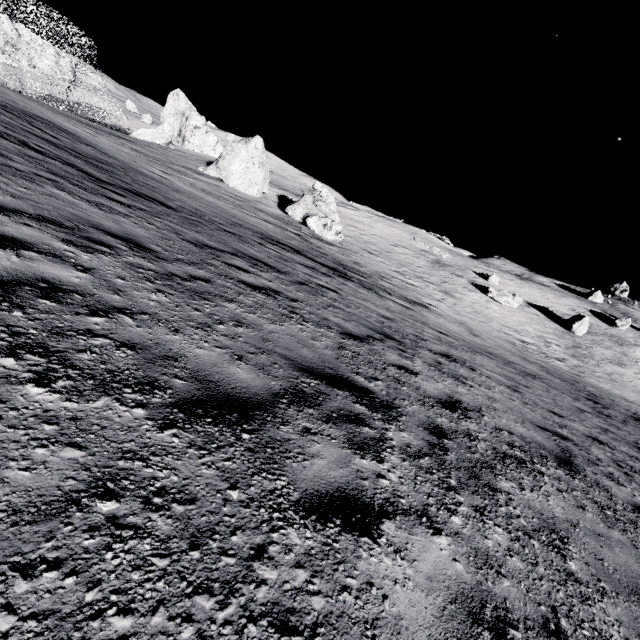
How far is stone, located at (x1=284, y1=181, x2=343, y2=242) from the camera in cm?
2508

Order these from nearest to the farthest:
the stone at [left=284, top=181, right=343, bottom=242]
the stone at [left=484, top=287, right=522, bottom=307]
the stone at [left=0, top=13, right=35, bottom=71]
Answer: the stone at [left=284, top=181, right=343, bottom=242], the stone at [left=484, top=287, right=522, bottom=307], the stone at [left=0, top=13, right=35, bottom=71]

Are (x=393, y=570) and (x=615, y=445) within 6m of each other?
no

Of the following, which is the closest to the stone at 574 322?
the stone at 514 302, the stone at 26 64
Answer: the stone at 514 302

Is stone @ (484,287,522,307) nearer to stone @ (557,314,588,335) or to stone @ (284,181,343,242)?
stone @ (557,314,588,335)

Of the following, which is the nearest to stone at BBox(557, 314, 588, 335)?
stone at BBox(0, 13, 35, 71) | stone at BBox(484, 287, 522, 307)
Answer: stone at BBox(484, 287, 522, 307)

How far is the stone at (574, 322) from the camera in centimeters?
3394cm

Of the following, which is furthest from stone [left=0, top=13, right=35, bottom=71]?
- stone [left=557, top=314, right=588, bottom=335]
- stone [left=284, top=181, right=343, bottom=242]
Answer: stone [left=557, top=314, right=588, bottom=335]
